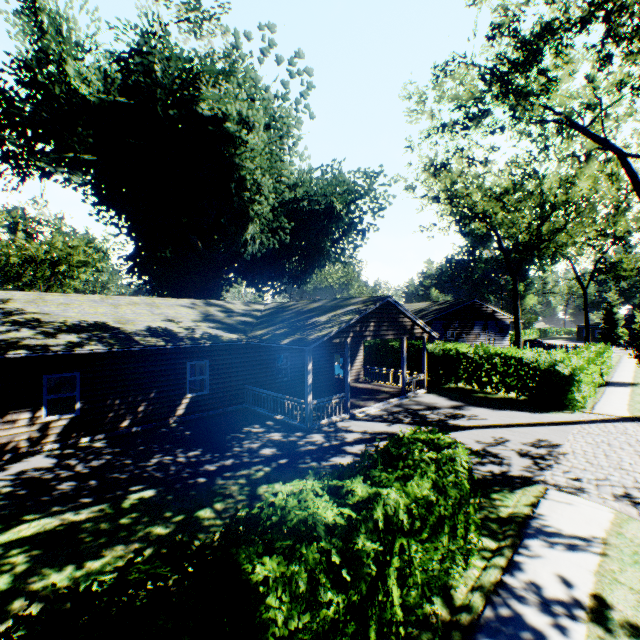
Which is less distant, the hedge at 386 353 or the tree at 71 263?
the hedge at 386 353

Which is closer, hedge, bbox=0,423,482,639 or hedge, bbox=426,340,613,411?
hedge, bbox=0,423,482,639

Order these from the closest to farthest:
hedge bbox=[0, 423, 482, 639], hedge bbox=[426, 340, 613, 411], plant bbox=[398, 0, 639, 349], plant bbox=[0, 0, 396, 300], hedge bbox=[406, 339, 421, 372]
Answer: hedge bbox=[0, 423, 482, 639] < plant bbox=[398, 0, 639, 349] < hedge bbox=[426, 340, 613, 411] < plant bbox=[0, 0, 396, 300] < hedge bbox=[406, 339, 421, 372]

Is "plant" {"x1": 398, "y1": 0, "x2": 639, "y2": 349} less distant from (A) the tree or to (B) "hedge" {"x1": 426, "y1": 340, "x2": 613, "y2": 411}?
(B) "hedge" {"x1": 426, "y1": 340, "x2": 613, "y2": 411}

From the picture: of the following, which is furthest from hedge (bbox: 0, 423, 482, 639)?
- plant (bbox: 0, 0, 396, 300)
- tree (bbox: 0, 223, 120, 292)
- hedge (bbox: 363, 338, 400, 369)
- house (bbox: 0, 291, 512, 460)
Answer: tree (bbox: 0, 223, 120, 292)

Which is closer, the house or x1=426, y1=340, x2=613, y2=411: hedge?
the house

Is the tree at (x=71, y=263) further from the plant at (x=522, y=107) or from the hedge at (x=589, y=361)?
the hedge at (x=589, y=361)

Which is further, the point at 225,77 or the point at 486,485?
the point at 225,77
